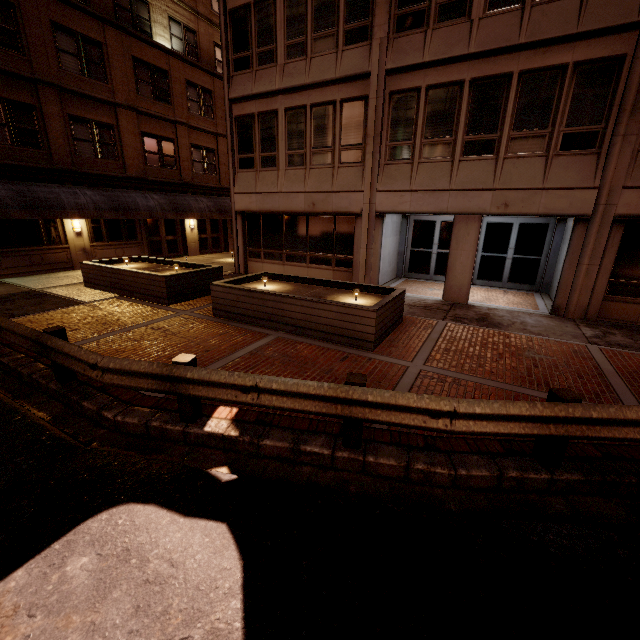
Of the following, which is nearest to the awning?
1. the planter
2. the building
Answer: the building

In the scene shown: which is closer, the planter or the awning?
the planter

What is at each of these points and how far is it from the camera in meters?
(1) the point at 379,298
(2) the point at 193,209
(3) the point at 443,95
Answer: (1) planter, 8.8
(2) awning, 20.1
(3) building, 10.3

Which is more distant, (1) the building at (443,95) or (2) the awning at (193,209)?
(2) the awning at (193,209)

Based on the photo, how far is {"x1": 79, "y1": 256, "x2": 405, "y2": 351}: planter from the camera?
7.4m

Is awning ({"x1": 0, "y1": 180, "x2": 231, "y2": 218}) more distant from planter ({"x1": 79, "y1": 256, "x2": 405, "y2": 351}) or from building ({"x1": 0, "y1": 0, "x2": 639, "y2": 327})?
planter ({"x1": 79, "y1": 256, "x2": 405, "y2": 351})

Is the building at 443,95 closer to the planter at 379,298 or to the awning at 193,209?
the planter at 379,298
